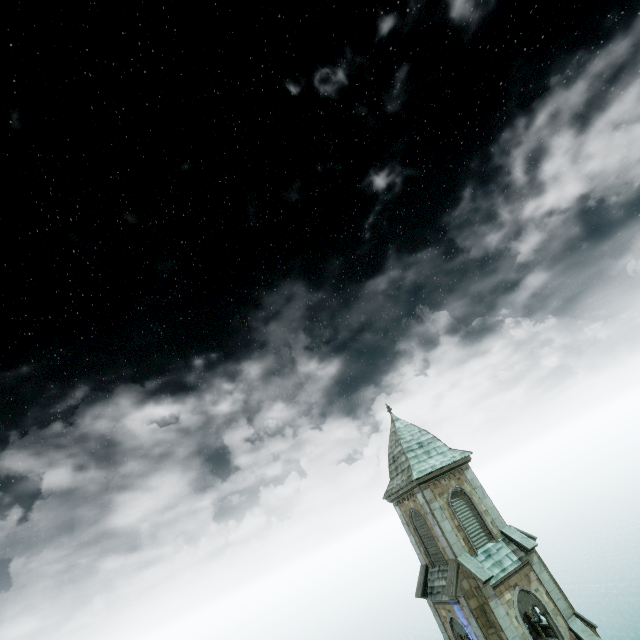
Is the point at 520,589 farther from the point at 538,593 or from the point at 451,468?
the point at 451,468
